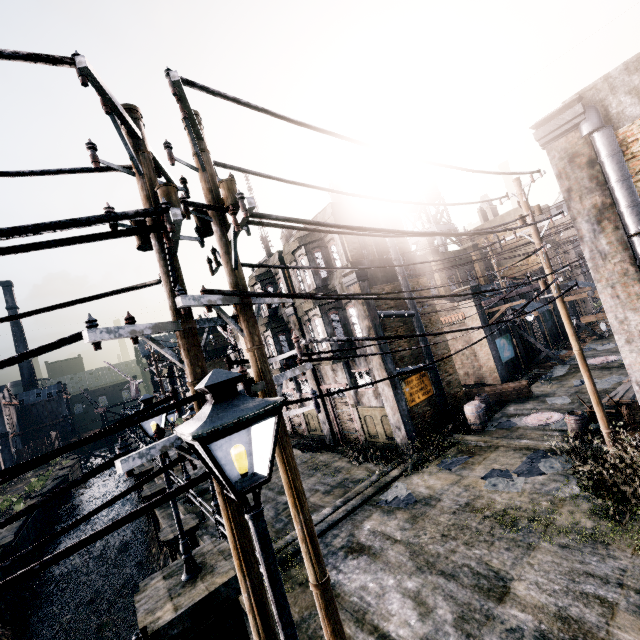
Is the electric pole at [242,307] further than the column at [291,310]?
No

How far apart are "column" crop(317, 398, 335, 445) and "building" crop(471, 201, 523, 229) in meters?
24.9 m

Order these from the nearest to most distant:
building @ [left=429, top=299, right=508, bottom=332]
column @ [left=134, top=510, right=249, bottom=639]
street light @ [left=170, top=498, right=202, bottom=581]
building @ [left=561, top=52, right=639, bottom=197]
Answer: column @ [left=134, top=510, right=249, bottom=639] < street light @ [left=170, top=498, right=202, bottom=581] < building @ [left=561, top=52, right=639, bottom=197] < building @ [left=429, top=299, right=508, bottom=332]

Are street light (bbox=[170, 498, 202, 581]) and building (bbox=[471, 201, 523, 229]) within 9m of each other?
no

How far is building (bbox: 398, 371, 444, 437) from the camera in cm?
1739

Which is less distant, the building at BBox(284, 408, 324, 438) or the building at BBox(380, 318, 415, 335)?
the building at BBox(380, 318, 415, 335)

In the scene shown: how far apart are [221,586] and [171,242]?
7.53m

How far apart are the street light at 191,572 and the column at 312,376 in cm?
1379
